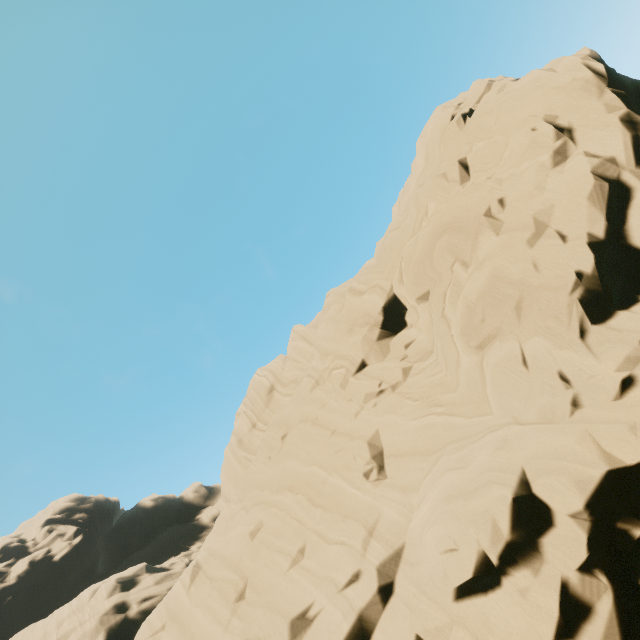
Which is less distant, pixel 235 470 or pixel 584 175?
pixel 584 175
